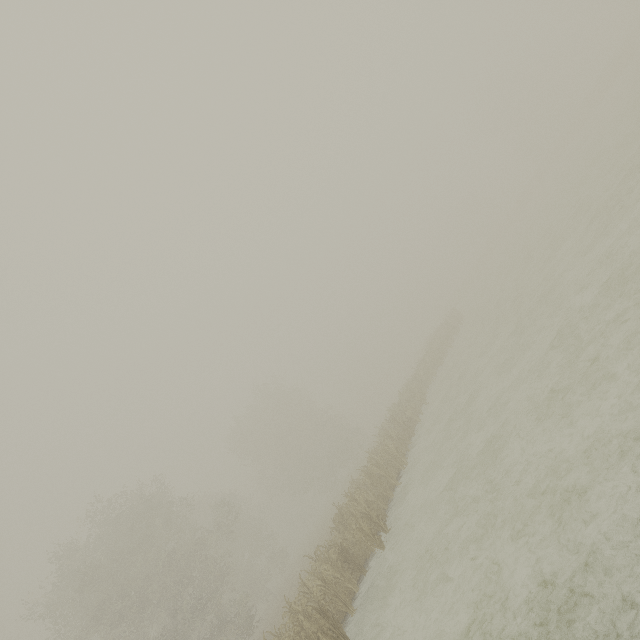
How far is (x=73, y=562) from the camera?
22.6m
